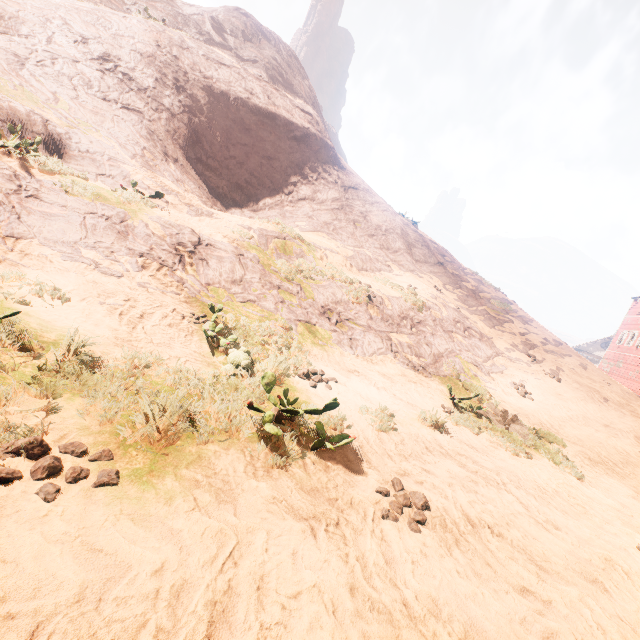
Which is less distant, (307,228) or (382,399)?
(382,399)

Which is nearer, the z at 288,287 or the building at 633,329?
the z at 288,287

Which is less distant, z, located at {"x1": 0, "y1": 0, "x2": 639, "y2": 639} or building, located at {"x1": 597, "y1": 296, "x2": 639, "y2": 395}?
z, located at {"x1": 0, "y1": 0, "x2": 639, "y2": 639}
